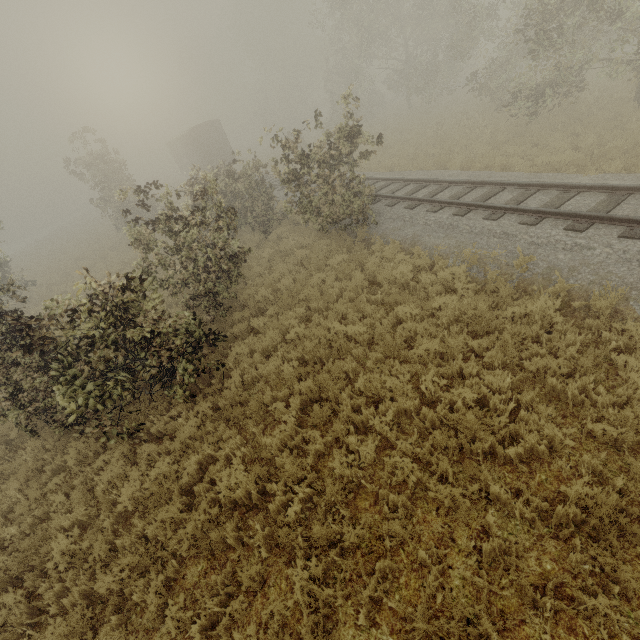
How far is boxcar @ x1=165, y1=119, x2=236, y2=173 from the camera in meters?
30.4 m

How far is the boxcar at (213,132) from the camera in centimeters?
3036cm

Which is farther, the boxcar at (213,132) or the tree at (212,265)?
the boxcar at (213,132)

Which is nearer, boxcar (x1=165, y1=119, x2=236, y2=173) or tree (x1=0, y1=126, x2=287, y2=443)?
tree (x1=0, y1=126, x2=287, y2=443)

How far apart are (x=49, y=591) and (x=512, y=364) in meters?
8.6 m
